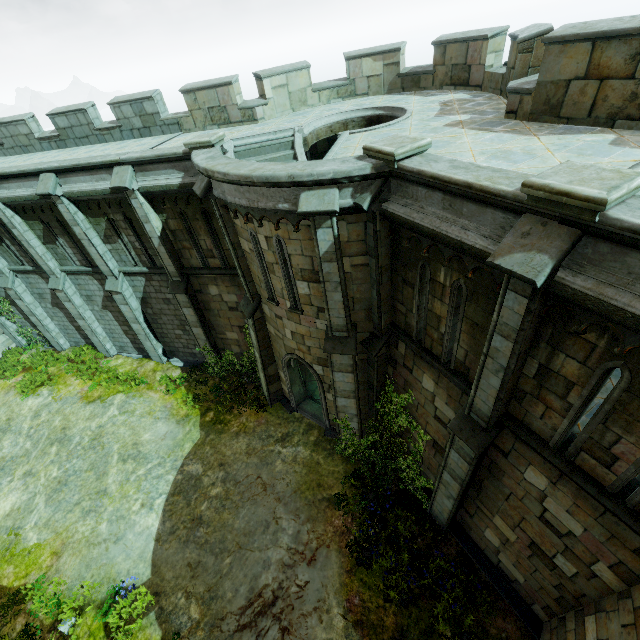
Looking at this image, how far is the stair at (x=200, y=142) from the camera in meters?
9.6

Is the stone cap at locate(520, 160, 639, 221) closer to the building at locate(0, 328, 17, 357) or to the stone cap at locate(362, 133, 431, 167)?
the stone cap at locate(362, 133, 431, 167)

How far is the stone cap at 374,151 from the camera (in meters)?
5.89

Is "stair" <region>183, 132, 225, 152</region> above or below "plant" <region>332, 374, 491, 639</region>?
above

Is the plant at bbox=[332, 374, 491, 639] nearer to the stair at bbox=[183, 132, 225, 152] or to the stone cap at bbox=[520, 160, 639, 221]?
the stone cap at bbox=[520, 160, 639, 221]

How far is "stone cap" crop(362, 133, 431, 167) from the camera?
5.9m

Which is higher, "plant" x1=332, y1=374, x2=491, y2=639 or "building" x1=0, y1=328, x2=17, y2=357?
"building" x1=0, y1=328, x2=17, y2=357

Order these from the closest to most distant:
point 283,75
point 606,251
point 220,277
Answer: point 606,251 → point 283,75 → point 220,277
